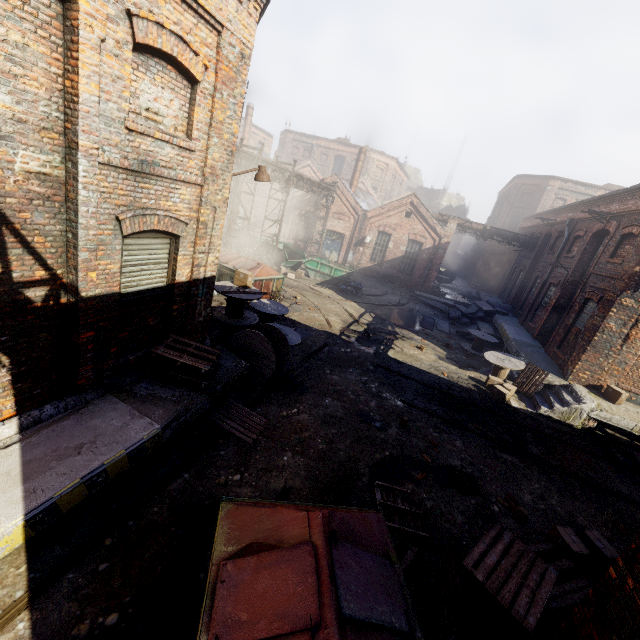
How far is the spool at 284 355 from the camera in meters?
8.6 m

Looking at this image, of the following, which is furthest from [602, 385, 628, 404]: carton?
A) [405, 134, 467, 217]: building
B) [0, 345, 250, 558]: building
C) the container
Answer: [405, 134, 467, 217]: building

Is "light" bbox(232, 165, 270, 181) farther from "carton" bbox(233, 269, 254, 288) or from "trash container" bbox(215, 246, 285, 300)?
"trash container" bbox(215, 246, 285, 300)

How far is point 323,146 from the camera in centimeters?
4809cm

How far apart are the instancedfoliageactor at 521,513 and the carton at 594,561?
0.44m

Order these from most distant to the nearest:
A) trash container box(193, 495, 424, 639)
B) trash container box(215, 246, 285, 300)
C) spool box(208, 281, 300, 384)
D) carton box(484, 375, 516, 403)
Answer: trash container box(215, 246, 285, 300)
carton box(484, 375, 516, 403)
spool box(208, 281, 300, 384)
trash container box(193, 495, 424, 639)

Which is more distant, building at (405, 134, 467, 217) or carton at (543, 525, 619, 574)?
building at (405, 134, 467, 217)

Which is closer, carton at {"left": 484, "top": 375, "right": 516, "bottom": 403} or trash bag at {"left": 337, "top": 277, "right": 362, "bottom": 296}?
carton at {"left": 484, "top": 375, "right": 516, "bottom": 403}
